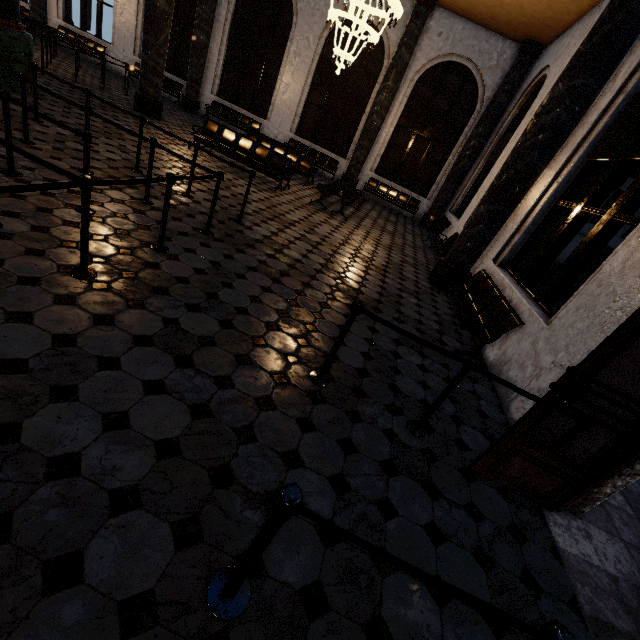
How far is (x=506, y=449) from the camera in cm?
260
